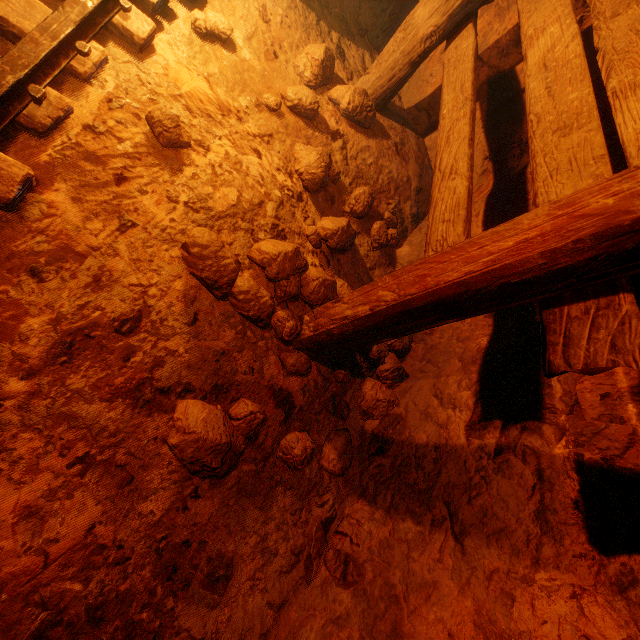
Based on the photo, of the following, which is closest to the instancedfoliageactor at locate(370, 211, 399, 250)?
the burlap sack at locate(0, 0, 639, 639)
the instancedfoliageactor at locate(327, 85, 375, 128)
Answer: the burlap sack at locate(0, 0, 639, 639)

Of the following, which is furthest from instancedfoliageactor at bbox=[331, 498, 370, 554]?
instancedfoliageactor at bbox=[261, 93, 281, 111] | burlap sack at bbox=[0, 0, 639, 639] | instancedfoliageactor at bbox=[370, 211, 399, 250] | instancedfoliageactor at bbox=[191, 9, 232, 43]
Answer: instancedfoliageactor at bbox=[191, 9, 232, 43]

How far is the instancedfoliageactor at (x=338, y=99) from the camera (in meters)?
2.69

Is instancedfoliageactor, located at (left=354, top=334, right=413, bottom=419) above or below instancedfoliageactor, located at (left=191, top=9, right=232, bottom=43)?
below

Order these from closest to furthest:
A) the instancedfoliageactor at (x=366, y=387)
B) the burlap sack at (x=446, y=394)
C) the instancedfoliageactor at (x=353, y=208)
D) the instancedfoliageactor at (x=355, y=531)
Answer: the burlap sack at (x=446, y=394) < the instancedfoliageactor at (x=355, y=531) < the instancedfoliageactor at (x=366, y=387) < the instancedfoliageactor at (x=353, y=208)

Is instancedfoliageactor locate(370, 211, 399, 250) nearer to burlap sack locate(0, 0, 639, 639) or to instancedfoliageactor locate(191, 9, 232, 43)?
burlap sack locate(0, 0, 639, 639)

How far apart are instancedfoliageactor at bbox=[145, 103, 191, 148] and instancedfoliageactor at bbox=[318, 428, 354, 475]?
1.8m

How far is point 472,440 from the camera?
1.6m
